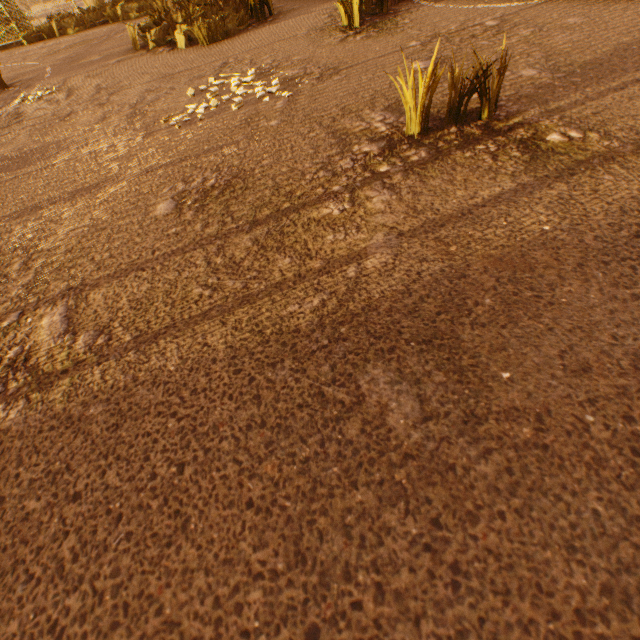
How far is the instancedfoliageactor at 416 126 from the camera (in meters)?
1.75

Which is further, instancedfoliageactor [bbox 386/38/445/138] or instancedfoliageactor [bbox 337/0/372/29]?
instancedfoliageactor [bbox 337/0/372/29]

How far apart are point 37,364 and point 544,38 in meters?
4.1

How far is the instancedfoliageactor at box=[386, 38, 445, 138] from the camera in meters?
1.7
